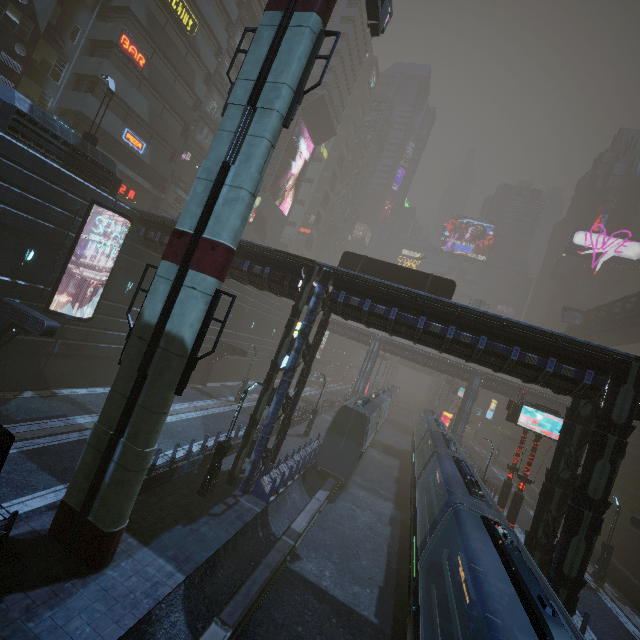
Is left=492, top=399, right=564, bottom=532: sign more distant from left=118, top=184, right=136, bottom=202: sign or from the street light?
left=118, top=184, right=136, bottom=202: sign

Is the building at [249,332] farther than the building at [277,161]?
No

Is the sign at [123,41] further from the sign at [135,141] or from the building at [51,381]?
the sign at [135,141]

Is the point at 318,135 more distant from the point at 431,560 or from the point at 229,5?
the point at 431,560

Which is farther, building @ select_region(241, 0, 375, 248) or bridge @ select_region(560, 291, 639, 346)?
building @ select_region(241, 0, 375, 248)

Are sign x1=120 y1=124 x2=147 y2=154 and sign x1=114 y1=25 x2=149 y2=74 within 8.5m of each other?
yes

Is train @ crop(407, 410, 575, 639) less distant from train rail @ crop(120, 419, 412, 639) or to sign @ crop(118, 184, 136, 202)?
train rail @ crop(120, 419, 412, 639)

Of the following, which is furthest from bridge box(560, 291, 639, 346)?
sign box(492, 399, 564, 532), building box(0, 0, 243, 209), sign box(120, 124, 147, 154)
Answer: sign box(120, 124, 147, 154)
